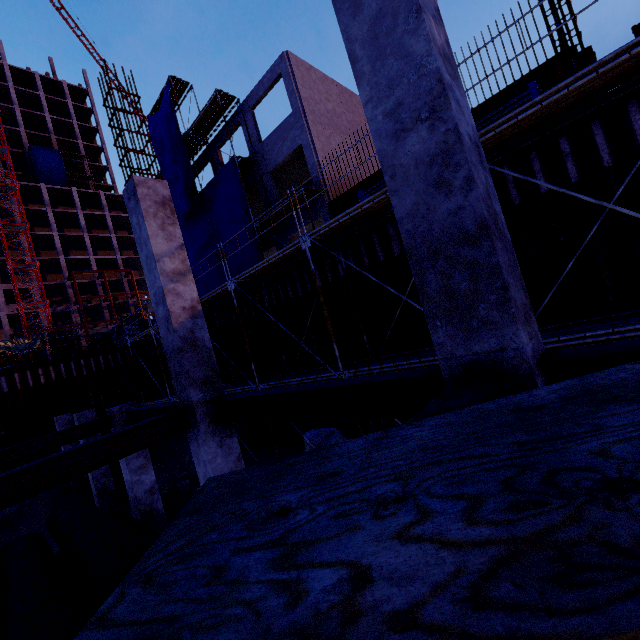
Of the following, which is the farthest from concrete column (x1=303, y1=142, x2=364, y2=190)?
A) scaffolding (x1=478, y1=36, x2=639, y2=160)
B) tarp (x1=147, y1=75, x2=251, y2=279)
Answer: scaffolding (x1=478, y1=36, x2=639, y2=160)

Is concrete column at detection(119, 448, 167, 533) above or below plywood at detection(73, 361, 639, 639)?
below

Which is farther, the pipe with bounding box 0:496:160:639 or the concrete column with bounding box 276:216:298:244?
the concrete column with bounding box 276:216:298:244

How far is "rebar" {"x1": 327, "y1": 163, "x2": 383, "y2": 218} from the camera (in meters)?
14.38

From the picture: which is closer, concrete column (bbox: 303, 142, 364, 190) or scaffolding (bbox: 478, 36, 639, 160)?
scaffolding (bbox: 478, 36, 639, 160)

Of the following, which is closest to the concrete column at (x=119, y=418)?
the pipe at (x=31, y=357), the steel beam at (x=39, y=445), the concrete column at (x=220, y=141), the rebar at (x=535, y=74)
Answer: the steel beam at (x=39, y=445)

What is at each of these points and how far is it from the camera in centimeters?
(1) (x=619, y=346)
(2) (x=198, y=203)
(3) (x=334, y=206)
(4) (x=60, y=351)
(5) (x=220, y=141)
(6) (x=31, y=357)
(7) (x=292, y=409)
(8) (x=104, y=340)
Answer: (1) steel beam, 204cm
(2) tarp, 2091cm
(3) rebar, 1605cm
(4) wooden box, 1983cm
(5) concrete column, 2116cm
(6) pipe, 2031cm
(7) steel beam, 424cm
(8) forklift, 3122cm

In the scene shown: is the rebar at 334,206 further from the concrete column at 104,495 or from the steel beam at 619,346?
the concrete column at 104,495
